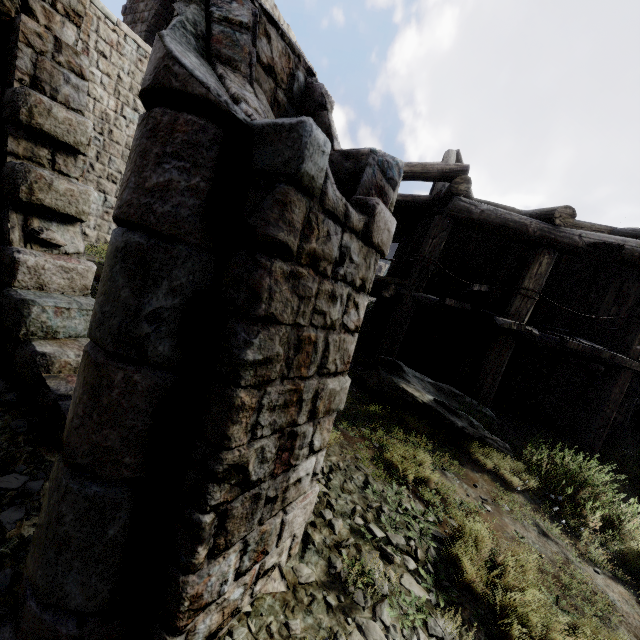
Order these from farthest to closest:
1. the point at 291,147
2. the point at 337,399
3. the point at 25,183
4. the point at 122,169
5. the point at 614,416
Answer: the point at 122,169, the point at 614,416, the point at 25,183, the point at 337,399, the point at 291,147
